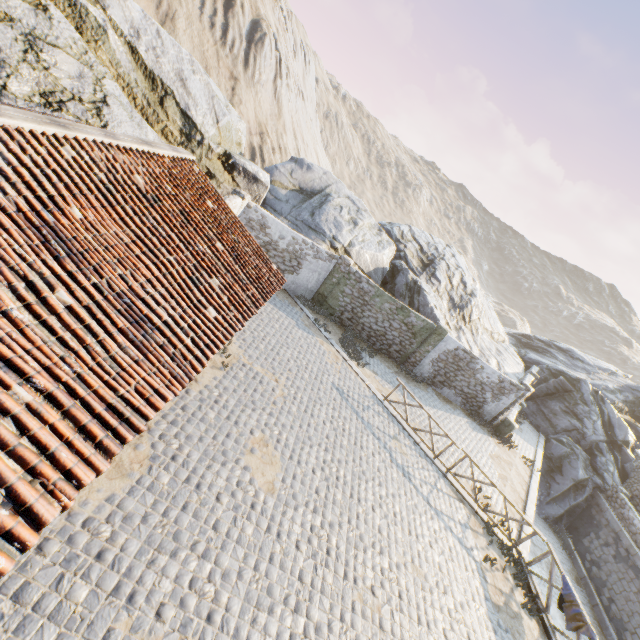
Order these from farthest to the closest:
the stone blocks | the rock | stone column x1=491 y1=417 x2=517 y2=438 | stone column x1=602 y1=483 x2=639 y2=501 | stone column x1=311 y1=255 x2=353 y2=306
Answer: stone column x1=602 y1=483 x2=639 y2=501 → stone column x1=491 y1=417 x2=517 y2=438 → stone column x1=311 y1=255 x2=353 y2=306 → the stone blocks → the rock

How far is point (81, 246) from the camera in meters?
4.3 m

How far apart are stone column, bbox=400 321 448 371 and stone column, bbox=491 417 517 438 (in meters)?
5.10

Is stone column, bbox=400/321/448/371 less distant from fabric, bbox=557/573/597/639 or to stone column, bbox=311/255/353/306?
stone column, bbox=311/255/353/306

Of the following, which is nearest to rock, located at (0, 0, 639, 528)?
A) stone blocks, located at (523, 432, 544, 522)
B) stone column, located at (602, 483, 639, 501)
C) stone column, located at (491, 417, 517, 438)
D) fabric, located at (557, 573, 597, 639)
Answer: stone blocks, located at (523, 432, 544, 522)

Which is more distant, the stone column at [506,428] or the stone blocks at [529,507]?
the stone column at [506,428]

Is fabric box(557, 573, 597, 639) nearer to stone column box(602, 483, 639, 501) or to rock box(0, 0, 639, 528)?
rock box(0, 0, 639, 528)

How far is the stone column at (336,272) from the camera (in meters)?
16.58
